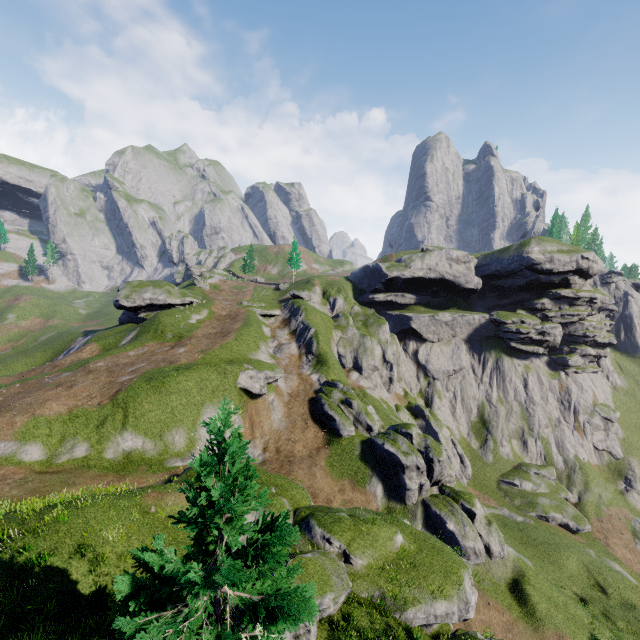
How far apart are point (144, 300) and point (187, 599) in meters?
56.8 m

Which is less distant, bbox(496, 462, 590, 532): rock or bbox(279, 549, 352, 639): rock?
bbox(279, 549, 352, 639): rock

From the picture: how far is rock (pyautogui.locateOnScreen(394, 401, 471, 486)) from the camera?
49.81m

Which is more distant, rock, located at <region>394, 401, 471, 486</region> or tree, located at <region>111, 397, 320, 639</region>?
rock, located at <region>394, 401, 471, 486</region>

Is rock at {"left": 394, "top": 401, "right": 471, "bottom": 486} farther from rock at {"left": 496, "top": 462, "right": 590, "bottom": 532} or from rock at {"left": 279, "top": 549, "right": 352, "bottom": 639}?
rock at {"left": 279, "top": 549, "right": 352, "bottom": 639}

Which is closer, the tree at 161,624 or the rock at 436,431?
the tree at 161,624

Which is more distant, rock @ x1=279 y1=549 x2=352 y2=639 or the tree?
rock @ x1=279 y1=549 x2=352 y2=639

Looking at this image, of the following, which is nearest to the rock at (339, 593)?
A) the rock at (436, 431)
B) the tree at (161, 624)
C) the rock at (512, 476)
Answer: the tree at (161, 624)
